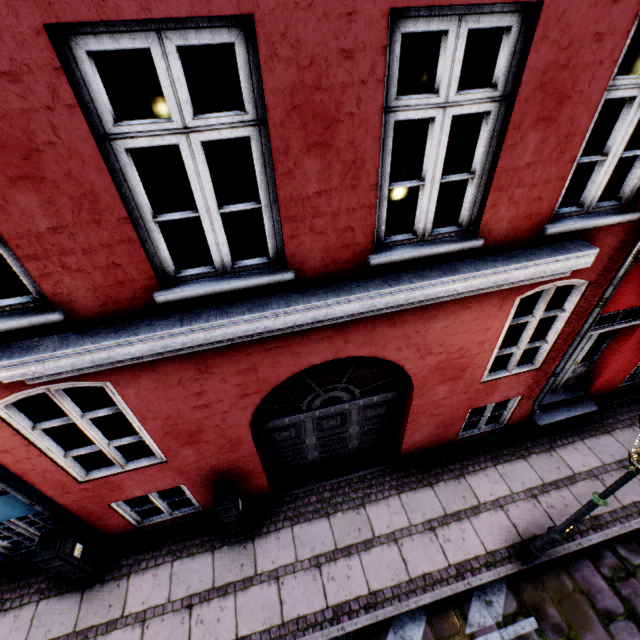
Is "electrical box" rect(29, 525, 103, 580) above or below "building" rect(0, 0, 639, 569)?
below

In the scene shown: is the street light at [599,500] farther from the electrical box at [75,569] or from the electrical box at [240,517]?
the electrical box at [240,517]

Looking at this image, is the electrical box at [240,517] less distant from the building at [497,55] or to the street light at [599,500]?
the building at [497,55]

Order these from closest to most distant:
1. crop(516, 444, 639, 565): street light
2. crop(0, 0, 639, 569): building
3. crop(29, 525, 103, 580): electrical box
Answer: crop(0, 0, 639, 569): building < crop(516, 444, 639, 565): street light < crop(29, 525, 103, 580): electrical box

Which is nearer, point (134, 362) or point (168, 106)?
point (168, 106)

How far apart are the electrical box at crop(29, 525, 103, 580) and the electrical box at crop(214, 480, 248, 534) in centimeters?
209cm

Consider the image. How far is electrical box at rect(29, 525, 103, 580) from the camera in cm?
437

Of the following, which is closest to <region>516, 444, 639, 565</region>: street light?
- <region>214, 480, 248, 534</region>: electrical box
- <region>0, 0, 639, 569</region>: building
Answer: <region>0, 0, 639, 569</region>: building
